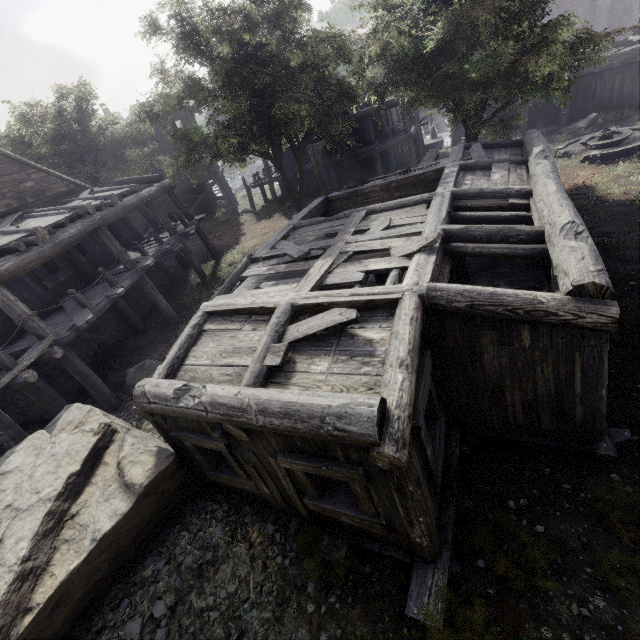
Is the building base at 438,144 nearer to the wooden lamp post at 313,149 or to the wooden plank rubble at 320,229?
the wooden lamp post at 313,149

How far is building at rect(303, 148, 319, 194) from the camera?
25.0m

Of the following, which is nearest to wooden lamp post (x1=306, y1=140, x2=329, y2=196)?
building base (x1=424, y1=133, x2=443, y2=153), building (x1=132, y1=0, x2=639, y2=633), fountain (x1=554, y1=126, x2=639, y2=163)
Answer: building (x1=132, y1=0, x2=639, y2=633)

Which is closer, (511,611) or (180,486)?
→ (511,611)

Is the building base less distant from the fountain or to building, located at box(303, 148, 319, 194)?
building, located at box(303, 148, 319, 194)

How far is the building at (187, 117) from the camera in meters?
26.8
